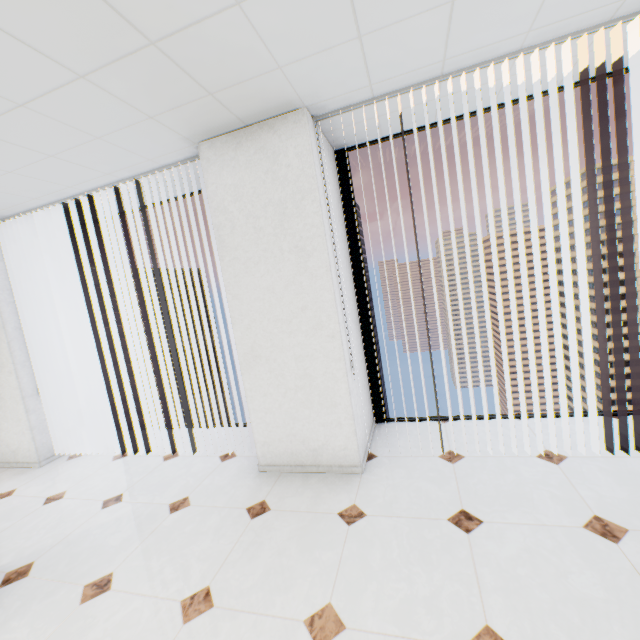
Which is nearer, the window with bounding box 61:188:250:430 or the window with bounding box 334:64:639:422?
the window with bounding box 334:64:639:422

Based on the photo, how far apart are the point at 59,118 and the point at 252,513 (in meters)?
3.09

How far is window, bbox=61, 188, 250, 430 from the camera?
4.2 meters

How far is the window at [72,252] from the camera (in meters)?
4.24

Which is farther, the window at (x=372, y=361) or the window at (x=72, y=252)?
the window at (x=72, y=252)
